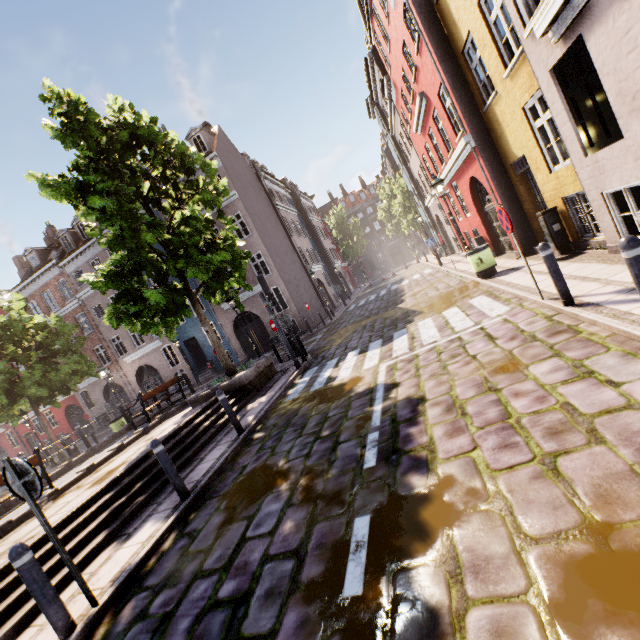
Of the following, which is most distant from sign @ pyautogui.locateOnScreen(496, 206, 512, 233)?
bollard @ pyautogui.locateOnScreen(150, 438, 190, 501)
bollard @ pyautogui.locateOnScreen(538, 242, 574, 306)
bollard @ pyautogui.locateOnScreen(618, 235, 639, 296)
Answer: bollard @ pyautogui.locateOnScreen(150, 438, 190, 501)

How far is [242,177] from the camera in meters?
23.8 m

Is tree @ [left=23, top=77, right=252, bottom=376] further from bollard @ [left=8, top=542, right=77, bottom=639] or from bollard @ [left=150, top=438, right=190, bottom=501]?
bollard @ [left=8, top=542, right=77, bottom=639]

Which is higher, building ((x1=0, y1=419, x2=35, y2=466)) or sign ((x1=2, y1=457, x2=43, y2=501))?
building ((x1=0, y1=419, x2=35, y2=466))

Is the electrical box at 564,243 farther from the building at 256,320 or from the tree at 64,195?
the building at 256,320

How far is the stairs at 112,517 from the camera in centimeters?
505cm

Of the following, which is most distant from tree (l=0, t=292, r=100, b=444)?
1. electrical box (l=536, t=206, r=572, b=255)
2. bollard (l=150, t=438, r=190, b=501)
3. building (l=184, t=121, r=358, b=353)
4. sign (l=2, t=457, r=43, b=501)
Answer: electrical box (l=536, t=206, r=572, b=255)

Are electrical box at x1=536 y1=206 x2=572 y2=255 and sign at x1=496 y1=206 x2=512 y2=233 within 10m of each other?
yes
